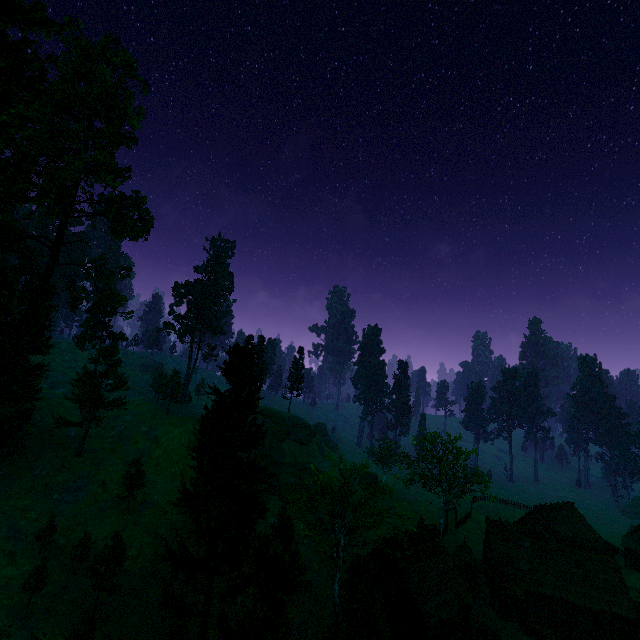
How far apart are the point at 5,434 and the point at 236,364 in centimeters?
2994cm

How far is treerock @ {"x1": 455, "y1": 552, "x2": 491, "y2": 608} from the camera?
33.39m

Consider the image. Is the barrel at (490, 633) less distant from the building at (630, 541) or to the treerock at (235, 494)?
the treerock at (235, 494)

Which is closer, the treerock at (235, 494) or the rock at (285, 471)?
the treerock at (235, 494)

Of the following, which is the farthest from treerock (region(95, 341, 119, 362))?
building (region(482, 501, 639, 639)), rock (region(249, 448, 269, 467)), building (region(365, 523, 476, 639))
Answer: rock (region(249, 448, 269, 467))

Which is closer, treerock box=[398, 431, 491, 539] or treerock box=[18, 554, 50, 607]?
treerock box=[18, 554, 50, 607]

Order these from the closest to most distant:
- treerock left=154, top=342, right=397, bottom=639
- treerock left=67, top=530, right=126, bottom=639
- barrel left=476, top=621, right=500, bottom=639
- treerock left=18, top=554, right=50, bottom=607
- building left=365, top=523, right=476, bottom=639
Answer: treerock left=154, top=342, right=397, bottom=639 → treerock left=67, top=530, right=126, bottom=639 → treerock left=18, top=554, right=50, bottom=607 → building left=365, top=523, right=476, bottom=639 → barrel left=476, top=621, right=500, bottom=639
